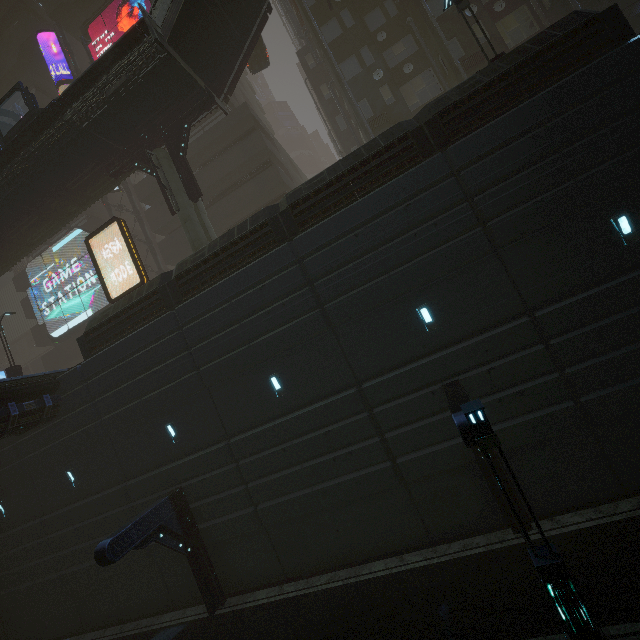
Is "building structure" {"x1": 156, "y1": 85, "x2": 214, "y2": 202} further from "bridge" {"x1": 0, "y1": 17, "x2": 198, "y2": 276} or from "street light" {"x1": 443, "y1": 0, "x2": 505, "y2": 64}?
"street light" {"x1": 443, "y1": 0, "x2": 505, "y2": 64}

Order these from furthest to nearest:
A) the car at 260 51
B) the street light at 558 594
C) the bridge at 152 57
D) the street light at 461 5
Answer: the car at 260 51, the bridge at 152 57, the street light at 461 5, the street light at 558 594

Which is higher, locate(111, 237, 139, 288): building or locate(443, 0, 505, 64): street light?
locate(111, 237, 139, 288): building

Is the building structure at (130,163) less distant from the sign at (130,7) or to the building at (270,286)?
the building at (270,286)

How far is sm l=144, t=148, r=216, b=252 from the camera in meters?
16.7 m

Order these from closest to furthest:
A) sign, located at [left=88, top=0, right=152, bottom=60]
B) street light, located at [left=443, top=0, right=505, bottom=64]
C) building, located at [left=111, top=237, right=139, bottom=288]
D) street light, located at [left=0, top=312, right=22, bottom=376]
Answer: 1. street light, located at [left=443, top=0, right=505, bottom=64]
2. street light, located at [left=0, top=312, right=22, bottom=376]
3. sign, located at [left=88, top=0, right=152, bottom=60]
4. building, located at [left=111, top=237, right=139, bottom=288]

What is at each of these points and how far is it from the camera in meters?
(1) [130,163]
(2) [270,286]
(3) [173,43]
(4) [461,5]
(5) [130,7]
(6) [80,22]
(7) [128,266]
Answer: (1) building structure, 18.8
(2) building, 12.3
(3) stairs, 14.9
(4) street light, 12.8
(5) sign, 24.8
(6) building, 30.9
(7) building, 30.4

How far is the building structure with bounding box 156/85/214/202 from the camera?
17.3m
